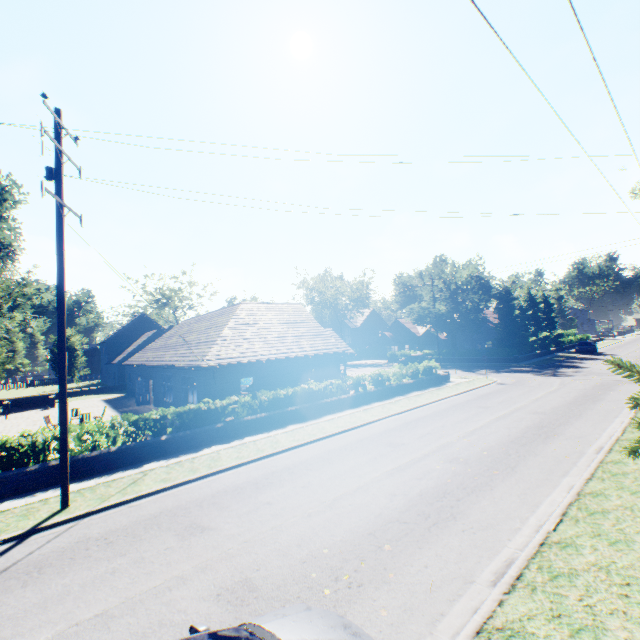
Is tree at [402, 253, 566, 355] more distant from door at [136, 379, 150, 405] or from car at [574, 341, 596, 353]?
door at [136, 379, 150, 405]

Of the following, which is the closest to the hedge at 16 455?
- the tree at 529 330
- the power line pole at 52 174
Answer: the power line pole at 52 174

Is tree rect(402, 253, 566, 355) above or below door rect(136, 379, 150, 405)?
above

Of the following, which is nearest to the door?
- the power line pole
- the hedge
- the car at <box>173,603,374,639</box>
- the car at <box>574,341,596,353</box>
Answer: the hedge

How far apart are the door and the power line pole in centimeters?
1964cm

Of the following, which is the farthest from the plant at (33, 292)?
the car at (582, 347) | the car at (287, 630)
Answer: the car at (582, 347)

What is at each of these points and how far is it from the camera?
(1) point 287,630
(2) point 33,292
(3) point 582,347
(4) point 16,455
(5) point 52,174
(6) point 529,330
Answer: (1) car, 3.6 meters
(2) plant, 52.3 meters
(3) car, 43.7 meters
(4) hedge, 11.0 meters
(5) power line pole, 9.8 meters
(6) tree, 44.0 meters

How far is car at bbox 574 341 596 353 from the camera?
43.2m
